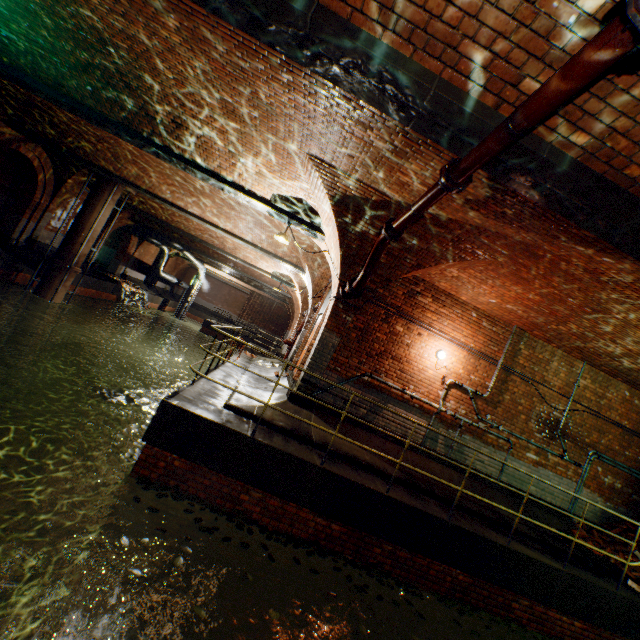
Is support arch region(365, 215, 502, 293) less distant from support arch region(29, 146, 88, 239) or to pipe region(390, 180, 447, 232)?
pipe region(390, 180, 447, 232)

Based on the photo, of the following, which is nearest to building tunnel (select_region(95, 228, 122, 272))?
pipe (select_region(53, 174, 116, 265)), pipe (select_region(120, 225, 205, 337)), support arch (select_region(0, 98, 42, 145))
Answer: pipe (select_region(120, 225, 205, 337))

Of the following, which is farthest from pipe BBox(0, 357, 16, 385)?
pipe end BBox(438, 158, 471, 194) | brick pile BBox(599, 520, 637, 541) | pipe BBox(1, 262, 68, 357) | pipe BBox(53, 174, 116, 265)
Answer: brick pile BBox(599, 520, 637, 541)

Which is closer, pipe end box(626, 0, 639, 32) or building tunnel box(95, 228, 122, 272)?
pipe end box(626, 0, 639, 32)

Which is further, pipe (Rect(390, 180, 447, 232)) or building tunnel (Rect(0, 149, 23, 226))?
building tunnel (Rect(0, 149, 23, 226))

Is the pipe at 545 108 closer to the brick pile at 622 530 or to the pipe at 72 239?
the brick pile at 622 530

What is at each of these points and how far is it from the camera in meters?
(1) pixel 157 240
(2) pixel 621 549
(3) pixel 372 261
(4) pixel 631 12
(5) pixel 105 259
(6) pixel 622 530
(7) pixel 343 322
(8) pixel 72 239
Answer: (1) pipe, 23.5
(2) brick pile, 7.9
(3) pipe, 6.1
(4) pipe end, 1.8
(5) building tunnel, 25.8
(6) brick pile, 8.3
(7) support arch, 7.5
(8) pipe, 13.5

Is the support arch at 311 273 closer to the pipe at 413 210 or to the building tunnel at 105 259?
the pipe at 413 210
